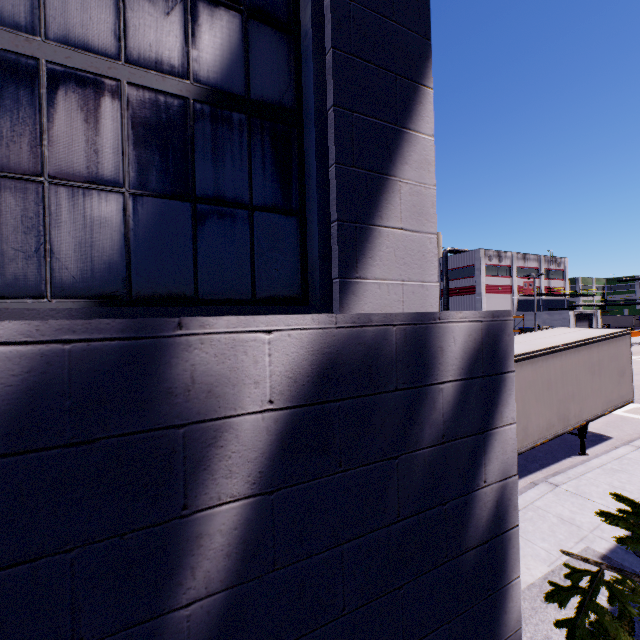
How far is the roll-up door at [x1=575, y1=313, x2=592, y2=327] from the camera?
47.8 meters

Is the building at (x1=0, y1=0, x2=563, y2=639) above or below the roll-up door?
above

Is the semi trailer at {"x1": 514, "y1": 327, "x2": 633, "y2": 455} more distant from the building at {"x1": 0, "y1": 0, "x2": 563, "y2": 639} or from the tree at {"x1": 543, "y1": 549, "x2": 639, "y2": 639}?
the tree at {"x1": 543, "y1": 549, "x2": 639, "y2": 639}

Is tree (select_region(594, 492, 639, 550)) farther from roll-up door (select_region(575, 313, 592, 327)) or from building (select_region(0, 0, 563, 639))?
roll-up door (select_region(575, 313, 592, 327))

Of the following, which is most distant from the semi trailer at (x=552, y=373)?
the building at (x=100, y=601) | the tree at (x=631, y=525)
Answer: the tree at (x=631, y=525)

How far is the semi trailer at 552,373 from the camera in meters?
9.3

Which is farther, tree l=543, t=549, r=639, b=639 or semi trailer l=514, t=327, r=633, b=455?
semi trailer l=514, t=327, r=633, b=455

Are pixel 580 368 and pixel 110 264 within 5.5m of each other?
no
